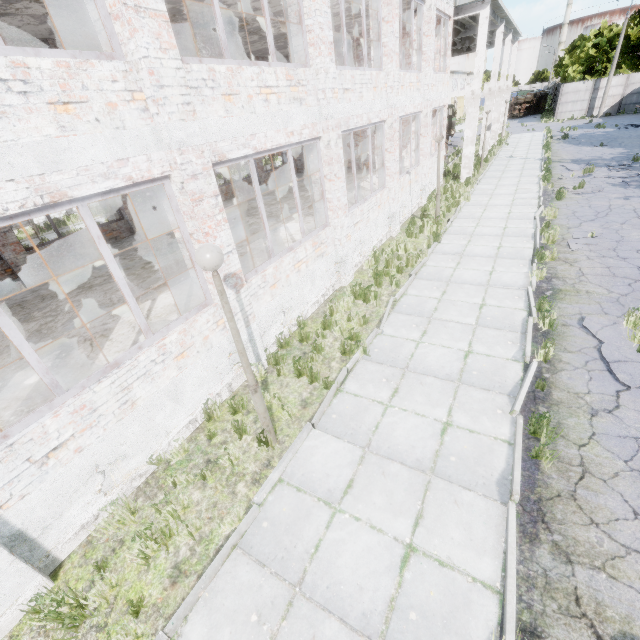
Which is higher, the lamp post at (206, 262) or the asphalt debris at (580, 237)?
the lamp post at (206, 262)

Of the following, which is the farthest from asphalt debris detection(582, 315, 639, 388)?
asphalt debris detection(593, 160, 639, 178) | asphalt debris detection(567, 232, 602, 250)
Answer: asphalt debris detection(593, 160, 639, 178)

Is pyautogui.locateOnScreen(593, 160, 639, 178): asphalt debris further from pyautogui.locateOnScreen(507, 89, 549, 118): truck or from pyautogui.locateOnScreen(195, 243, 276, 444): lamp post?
pyautogui.locateOnScreen(507, 89, 549, 118): truck

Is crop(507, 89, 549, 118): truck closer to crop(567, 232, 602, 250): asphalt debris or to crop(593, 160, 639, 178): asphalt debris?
crop(593, 160, 639, 178): asphalt debris

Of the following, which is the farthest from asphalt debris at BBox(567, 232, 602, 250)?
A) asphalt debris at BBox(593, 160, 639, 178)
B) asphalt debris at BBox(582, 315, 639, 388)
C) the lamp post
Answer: the lamp post

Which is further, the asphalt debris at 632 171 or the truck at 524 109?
the truck at 524 109

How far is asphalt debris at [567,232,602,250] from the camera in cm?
993

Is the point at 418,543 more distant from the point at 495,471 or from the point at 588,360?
the point at 588,360
